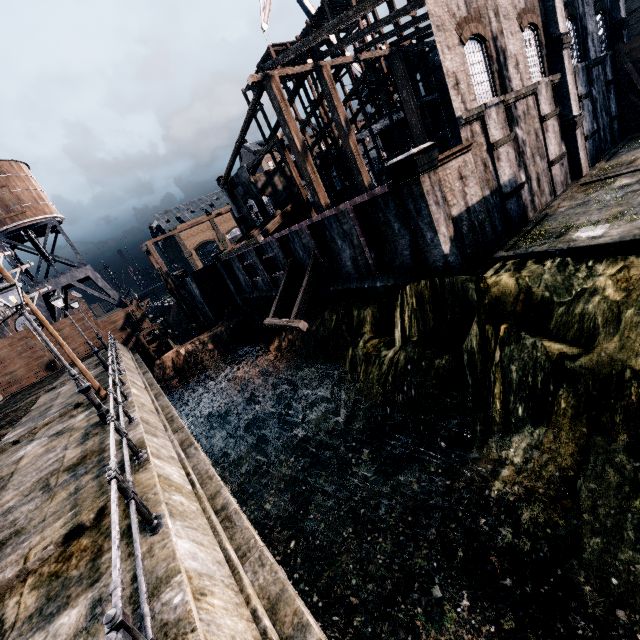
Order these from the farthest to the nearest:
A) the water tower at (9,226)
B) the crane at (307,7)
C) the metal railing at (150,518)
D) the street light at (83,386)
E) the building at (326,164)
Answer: the building at (326,164), the crane at (307,7), the water tower at (9,226), the street light at (83,386), the metal railing at (150,518)

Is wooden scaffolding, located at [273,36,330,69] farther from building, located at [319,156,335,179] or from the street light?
the street light

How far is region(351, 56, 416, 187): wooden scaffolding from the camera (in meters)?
31.89

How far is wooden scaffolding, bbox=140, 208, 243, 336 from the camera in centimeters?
3691cm

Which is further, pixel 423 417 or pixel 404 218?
pixel 404 218

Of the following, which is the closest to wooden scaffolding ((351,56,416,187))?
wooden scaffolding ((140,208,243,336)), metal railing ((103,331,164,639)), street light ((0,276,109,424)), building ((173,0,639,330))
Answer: building ((173,0,639,330))

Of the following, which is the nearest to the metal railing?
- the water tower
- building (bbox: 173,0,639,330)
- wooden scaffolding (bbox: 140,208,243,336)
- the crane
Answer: building (bbox: 173,0,639,330)

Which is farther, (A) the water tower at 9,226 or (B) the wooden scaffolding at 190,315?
(B) the wooden scaffolding at 190,315
